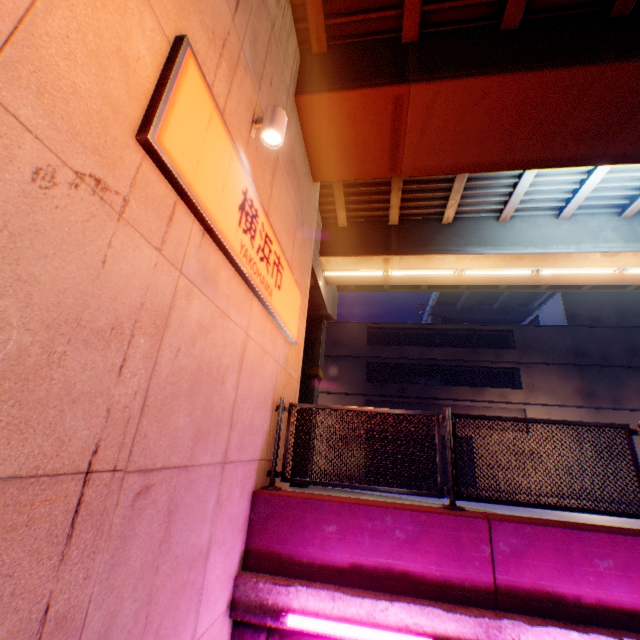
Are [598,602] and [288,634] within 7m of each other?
yes

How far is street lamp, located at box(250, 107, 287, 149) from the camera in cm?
389

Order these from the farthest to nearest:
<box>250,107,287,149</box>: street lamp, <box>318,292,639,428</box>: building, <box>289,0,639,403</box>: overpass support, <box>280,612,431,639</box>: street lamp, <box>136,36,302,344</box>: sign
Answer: <box>318,292,639,428</box>: building → <box>289,0,639,403</box>: overpass support → <box>250,107,287,149</box>: street lamp → <box>280,612,431,639</box>: street lamp → <box>136,36,302,344</box>: sign

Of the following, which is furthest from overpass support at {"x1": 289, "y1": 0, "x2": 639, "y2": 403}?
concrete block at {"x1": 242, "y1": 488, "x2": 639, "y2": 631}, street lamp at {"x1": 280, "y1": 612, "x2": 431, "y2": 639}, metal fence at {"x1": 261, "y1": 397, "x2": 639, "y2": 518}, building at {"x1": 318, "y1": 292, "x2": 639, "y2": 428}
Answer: building at {"x1": 318, "y1": 292, "x2": 639, "y2": 428}

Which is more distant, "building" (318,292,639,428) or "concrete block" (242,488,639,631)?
"building" (318,292,639,428)

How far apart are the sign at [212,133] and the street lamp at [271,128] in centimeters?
51cm

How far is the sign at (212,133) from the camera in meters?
2.3

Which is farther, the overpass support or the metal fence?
the overpass support
